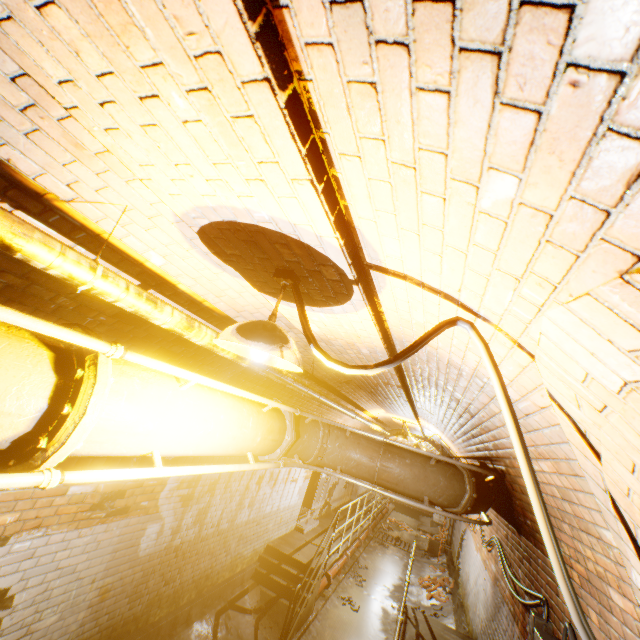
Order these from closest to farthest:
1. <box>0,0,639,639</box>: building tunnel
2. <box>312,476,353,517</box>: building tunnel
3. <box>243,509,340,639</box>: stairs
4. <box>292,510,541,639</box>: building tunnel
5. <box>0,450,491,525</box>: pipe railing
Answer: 1. <box>0,0,639,639</box>: building tunnel
2. <box>0,450,491,525</box>: pipe railing
3. <box>292,510,541,639</box>: building tunnel
4. <box>243,509,340,639</box>: stairs
5. <box>312,476,353,517</box>: building tunnel

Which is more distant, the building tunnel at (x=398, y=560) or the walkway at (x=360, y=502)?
the walkway at (x=360, y=502)

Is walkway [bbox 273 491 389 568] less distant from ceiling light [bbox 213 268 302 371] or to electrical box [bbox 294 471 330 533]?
electrical box [bbox 294 471 330 533]

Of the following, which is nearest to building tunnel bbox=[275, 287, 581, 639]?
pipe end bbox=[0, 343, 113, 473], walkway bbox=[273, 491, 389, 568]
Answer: walkway bbox=[273, 491, 389, 568]

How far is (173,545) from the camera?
4.7m

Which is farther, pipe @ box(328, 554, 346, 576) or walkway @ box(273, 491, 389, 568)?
pipe @ box(328, 554, 346, 576)

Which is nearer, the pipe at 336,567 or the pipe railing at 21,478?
the pipe railing at 21,478
